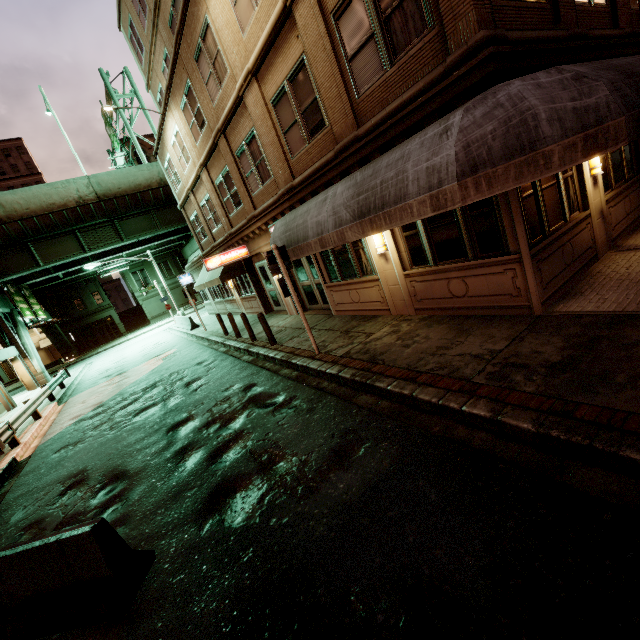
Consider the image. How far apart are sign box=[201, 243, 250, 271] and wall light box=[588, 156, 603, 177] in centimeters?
1285cm

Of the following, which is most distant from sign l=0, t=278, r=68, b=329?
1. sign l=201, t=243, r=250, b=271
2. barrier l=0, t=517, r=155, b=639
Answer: barrier l=0, t=517, r=155, b=639

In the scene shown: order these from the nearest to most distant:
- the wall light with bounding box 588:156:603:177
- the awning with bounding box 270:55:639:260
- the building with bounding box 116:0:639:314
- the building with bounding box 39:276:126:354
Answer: the awning with bounding box 270:55:639:260
the building with bounding box 116:0:639:314
the wall light with bounding box 588:156:603:177
the building with bounding box 39:276:126:354

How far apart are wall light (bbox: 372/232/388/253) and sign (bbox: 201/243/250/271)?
8.72m

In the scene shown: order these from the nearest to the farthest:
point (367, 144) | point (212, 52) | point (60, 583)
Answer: point (60, 583), point (367, 144), point (212, 52)

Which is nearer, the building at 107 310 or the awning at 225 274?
the awning at 225 274

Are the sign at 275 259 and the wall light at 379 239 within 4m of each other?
yes

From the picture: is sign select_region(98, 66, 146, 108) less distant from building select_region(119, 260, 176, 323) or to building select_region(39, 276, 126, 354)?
building select_region(119, 260, 176, 323)
